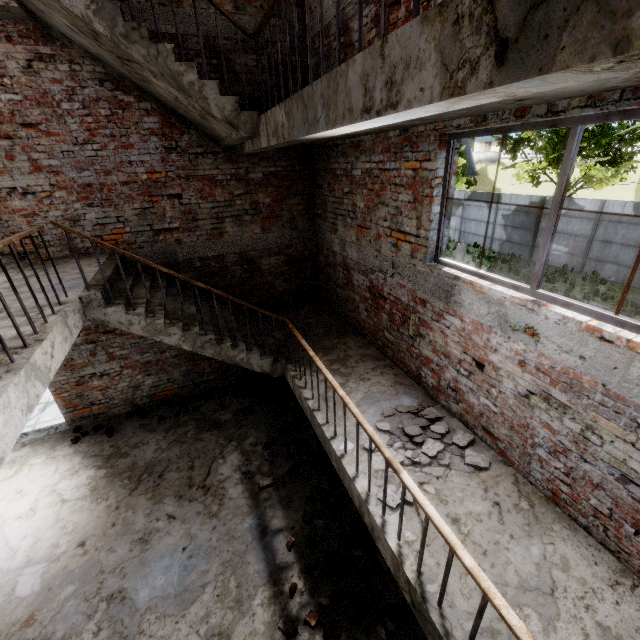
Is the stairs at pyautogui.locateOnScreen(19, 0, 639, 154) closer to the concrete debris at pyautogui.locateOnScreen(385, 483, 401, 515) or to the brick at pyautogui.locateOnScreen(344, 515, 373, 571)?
the concrete debris at pyautogui.locateOnScreen(385, 483, 401, 515)

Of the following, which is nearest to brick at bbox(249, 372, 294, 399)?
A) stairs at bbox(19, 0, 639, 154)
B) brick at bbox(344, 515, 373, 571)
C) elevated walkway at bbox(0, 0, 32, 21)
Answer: stairs at bbox(19, 0, 639, 154)

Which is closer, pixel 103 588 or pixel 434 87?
pixel 434 87

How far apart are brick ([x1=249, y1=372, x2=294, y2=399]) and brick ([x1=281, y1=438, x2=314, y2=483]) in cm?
133

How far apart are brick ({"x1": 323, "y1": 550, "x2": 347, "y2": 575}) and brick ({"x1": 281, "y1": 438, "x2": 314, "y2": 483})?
1.2m

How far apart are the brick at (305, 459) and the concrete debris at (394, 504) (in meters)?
2.07

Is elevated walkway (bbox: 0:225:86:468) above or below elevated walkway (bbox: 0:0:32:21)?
below

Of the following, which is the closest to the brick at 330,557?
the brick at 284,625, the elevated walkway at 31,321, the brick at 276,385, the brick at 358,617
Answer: the brick at 358,617
